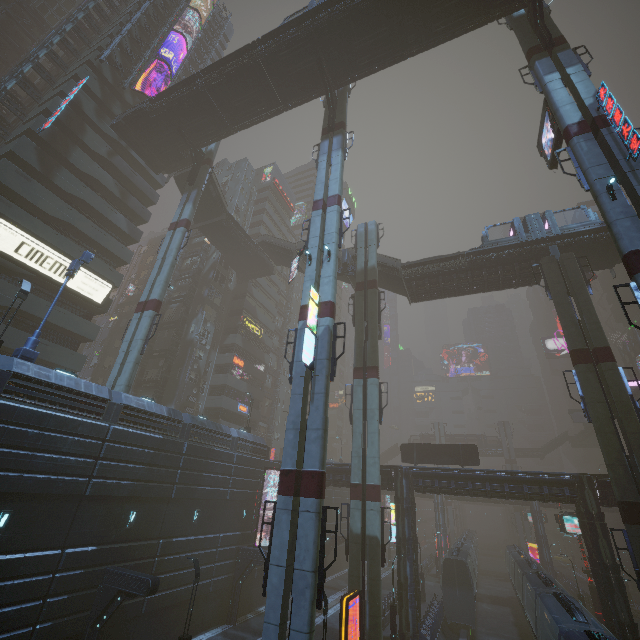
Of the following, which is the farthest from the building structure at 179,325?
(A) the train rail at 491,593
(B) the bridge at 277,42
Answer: (A) the train rail at 491,593

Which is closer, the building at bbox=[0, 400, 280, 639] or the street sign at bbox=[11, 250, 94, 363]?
the building at bbox=[0, 400, 280, 639]

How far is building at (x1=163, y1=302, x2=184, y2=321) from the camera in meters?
43.8 m

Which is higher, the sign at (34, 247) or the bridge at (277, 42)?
the bridge at (277, 42)

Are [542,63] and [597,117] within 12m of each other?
yes

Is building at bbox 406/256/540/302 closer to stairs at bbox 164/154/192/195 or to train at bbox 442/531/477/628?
→ train at bbox 442/531/477/628

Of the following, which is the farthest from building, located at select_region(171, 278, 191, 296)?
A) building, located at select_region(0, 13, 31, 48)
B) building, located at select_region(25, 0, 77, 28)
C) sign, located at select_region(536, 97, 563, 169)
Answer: sign, located at select_region(536, 97, 563, 169)
